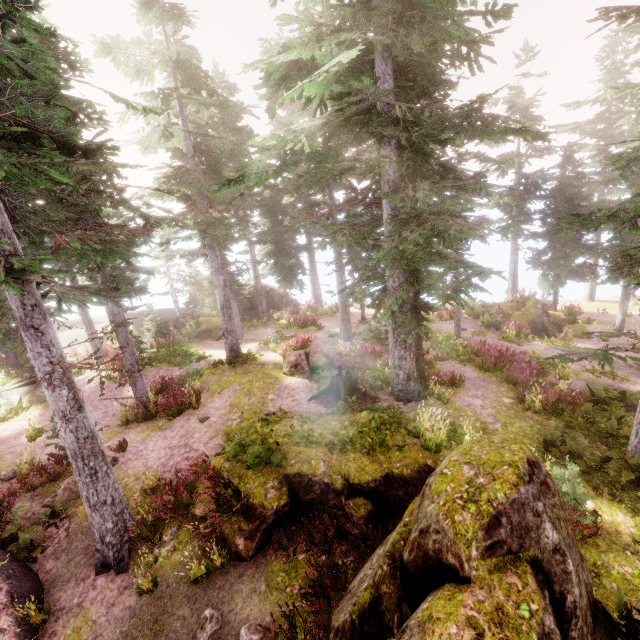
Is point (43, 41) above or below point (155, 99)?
above

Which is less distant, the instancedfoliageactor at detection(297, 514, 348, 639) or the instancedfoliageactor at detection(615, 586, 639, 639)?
the instancedfoliageactor at detection(615, 586, 639, 639)

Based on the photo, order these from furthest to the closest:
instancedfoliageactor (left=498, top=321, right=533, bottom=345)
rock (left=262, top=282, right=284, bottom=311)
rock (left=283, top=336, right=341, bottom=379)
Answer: rock (left=262, top=282, right=284, bottom=311) < instancedfoliageactor (left=498, top=321, right=533, bottom=345) < rock (left=283, top=336, right=341, bottom=379)

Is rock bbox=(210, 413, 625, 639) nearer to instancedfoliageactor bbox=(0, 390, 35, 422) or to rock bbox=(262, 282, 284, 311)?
instancedfoliageactor bbox=(0, 390, 35, 422)

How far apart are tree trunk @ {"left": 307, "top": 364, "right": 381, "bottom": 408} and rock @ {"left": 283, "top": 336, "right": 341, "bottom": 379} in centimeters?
160cm

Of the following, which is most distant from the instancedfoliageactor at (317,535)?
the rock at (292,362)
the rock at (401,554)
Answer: the rock at (292,362)

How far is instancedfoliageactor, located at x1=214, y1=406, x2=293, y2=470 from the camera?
9.22m

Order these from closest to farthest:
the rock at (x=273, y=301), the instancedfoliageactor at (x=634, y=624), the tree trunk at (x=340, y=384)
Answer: the instancedfoliageactor at (x=634, y=624), the tree trunk at (x=340, y=384), the rock at (x=273, y=301)
